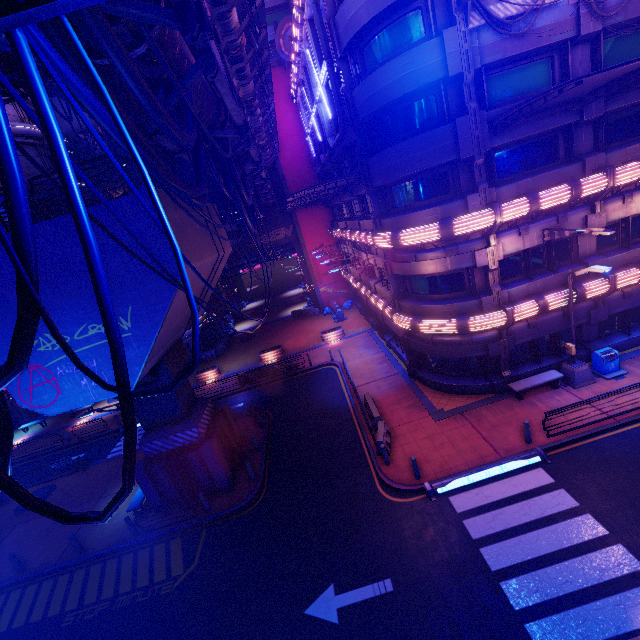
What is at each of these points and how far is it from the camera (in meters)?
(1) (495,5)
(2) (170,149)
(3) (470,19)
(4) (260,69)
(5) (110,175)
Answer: (1) sign, 11.80
(2) pipe, 8.70
(3) sign, 11.84
(4) walkway, 13.99
(5) vent, 36.75

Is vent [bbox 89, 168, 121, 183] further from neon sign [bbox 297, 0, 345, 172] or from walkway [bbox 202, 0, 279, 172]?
neon sign [bbox 297, 0, 345, 172]

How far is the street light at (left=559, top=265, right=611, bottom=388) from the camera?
13.2m

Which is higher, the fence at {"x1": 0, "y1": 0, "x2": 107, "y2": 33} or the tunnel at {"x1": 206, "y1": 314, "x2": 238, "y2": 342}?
the fence at {"x1": 0, "y1": 0, "x2": 107, "y2": 33}

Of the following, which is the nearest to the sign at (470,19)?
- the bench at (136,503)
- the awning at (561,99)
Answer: the awning at (561,99)

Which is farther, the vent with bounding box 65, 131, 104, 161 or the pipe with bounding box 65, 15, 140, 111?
the vent with bounding box 65, 131, 104, 161

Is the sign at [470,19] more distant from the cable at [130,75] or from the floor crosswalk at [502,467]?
the floor crosswalk at [502,467]

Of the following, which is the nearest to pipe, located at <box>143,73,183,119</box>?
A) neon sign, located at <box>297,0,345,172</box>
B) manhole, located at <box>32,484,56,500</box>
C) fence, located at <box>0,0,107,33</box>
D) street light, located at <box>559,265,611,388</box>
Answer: fence, located at <box>0,0,107,33</box>
